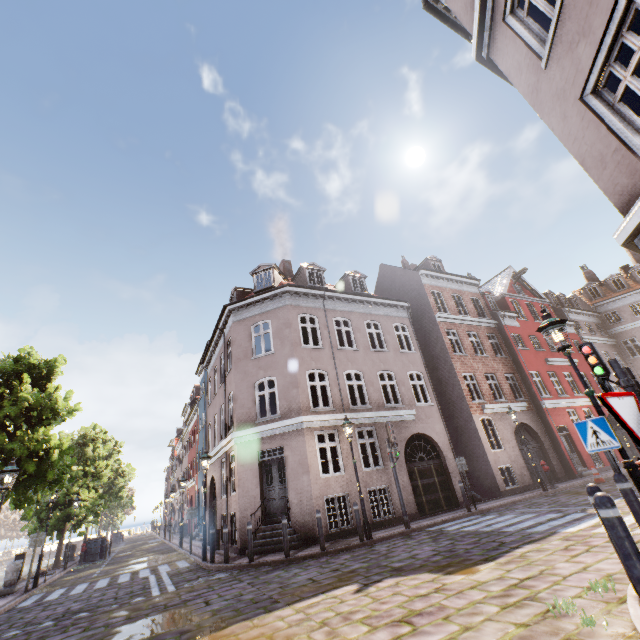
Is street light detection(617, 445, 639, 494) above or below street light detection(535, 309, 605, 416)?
below

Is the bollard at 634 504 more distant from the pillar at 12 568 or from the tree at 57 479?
the pillar at 12 568

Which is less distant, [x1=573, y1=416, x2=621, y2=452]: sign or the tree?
[x1=573, y1=416, x2=621, y2=452]: sign

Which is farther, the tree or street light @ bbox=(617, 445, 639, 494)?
the tree

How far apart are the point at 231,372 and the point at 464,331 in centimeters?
1520cm

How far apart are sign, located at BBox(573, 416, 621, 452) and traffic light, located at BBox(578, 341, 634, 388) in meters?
1.7

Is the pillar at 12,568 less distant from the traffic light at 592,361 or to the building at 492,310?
the building at 492,310

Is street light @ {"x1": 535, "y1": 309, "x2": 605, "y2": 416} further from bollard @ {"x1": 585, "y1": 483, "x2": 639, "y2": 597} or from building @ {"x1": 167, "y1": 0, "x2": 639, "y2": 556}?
bollard @ {"x1": 585, "y1": 483, "x2": 639, "y2": 597}
